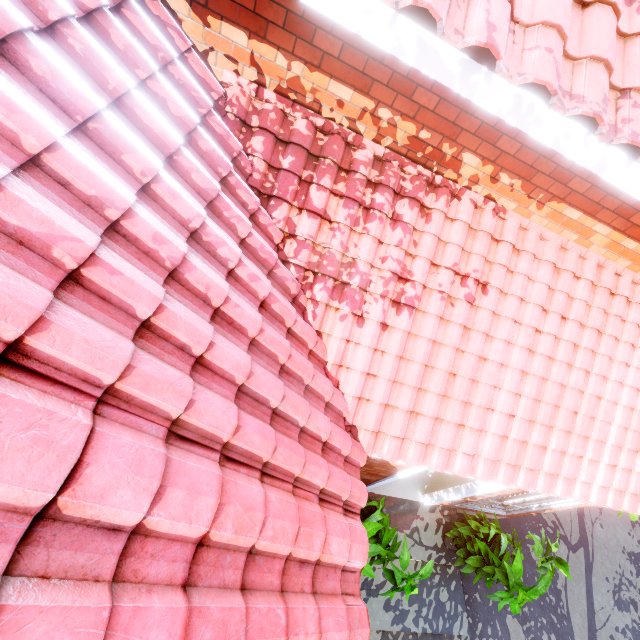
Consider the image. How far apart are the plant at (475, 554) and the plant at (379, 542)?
1.11m

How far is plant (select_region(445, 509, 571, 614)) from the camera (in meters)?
4.80

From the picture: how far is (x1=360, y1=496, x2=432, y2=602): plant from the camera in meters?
4.2

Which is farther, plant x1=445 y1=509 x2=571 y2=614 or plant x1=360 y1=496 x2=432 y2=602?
plant x1=445 y1=509 x2=571 y2=614

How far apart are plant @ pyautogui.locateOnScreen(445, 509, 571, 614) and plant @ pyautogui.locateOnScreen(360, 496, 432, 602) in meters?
1.1 m

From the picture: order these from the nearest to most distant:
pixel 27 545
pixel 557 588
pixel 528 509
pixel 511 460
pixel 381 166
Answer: pixel 27 545 < pixel 381 166 < pixel 511 460 < pixel 528 509 < pixel 557 588

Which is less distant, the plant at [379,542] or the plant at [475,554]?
the plant at [379,542]
